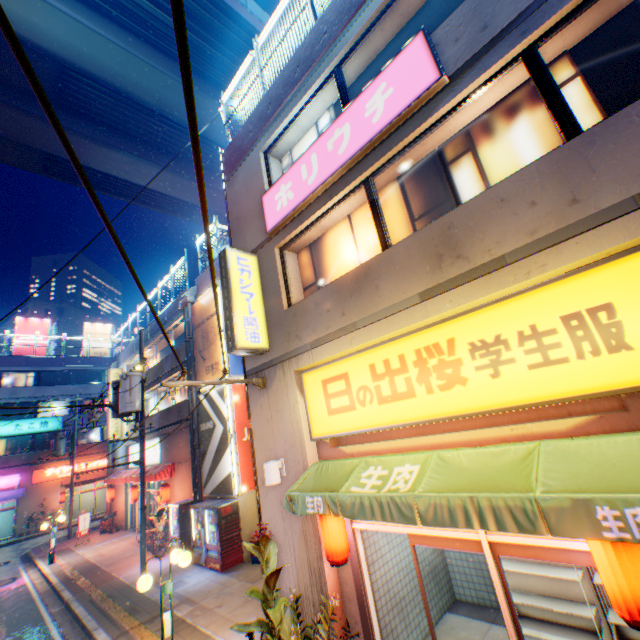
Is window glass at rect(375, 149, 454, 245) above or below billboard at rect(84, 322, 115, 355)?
below

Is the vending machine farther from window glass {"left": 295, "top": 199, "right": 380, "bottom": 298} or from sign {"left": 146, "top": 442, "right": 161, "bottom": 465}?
window glass {"left": 295, "top": 199, "right": 380, "bottom": 298}

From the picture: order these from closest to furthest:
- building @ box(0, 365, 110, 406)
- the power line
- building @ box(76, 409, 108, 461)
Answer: the power line
building @ box(0, 365, 110, 406)
building @ box(76, 409, 108, 461)

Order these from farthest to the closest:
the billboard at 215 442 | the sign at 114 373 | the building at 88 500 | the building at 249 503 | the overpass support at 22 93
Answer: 1. the building at 88 500
2. the sign at 114 373
3. the overpass support at 22 93
4. the billboard at 215 442
5. the building at 249 503

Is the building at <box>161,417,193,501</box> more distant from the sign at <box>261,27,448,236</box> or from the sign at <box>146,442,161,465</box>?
the sign at <box>261,27,448,236</box>

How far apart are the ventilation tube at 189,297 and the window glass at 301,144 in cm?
988

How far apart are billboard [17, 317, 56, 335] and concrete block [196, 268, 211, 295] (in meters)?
28.44

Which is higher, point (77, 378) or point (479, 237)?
point (77, 378)
